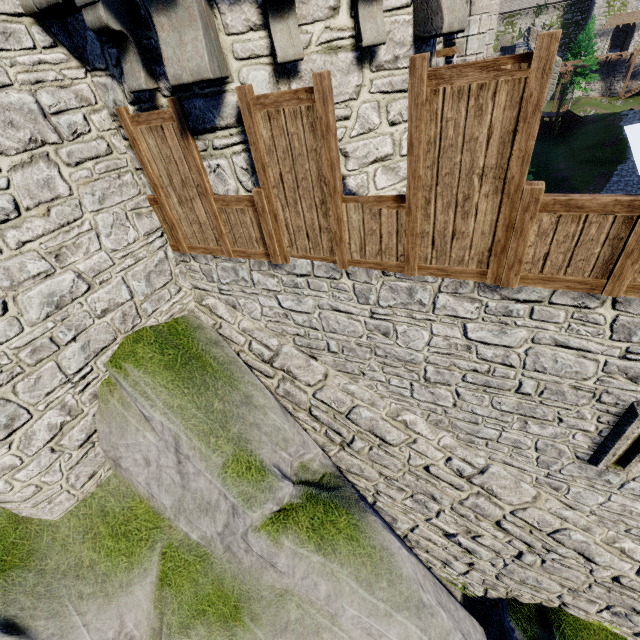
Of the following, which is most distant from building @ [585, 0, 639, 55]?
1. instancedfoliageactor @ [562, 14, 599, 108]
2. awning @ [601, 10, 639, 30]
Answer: instancedfoliageactor @ [562, 14, 599, 108]

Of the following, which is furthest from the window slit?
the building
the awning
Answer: the building

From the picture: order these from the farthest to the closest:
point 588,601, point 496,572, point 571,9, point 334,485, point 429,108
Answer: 1. point 571,9
2. point 496,572
3. point 588,601
4. point 334,485
5. point 429,108

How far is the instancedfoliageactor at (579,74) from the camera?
41.7m

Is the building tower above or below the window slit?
above

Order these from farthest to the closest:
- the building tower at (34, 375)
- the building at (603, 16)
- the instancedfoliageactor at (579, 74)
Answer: the building at (603, 16)
the instancedfoliageactor at (579, 74)
the building tower at (34, 375)

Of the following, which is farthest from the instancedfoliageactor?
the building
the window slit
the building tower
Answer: the window slit

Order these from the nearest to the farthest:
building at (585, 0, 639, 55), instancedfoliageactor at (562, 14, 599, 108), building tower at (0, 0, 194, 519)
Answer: building tower at (0, 0, 194, 519)
instancedfoliageactor at (562, 14, 599, 108)
building at (585, 0, 639, 55)
